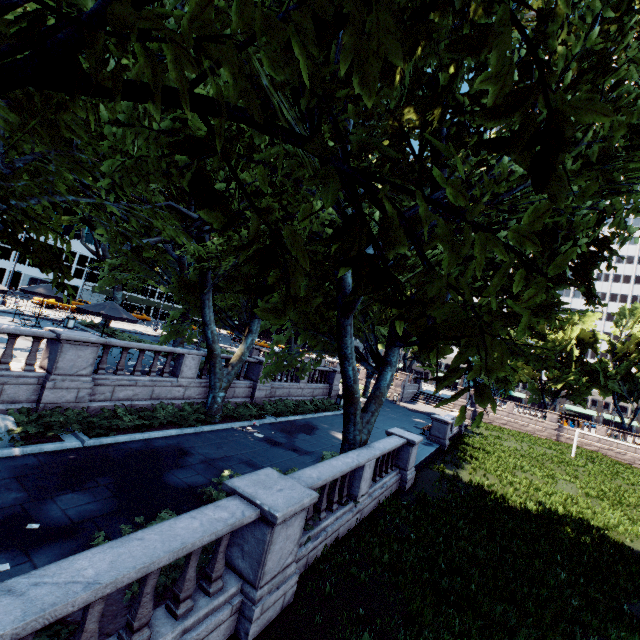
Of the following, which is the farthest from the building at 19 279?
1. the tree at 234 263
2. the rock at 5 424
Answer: the rock at 5 424

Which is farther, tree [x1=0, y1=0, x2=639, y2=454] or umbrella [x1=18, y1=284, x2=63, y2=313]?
umbrella [x1=18, y1=284, x2=63, y2=313]

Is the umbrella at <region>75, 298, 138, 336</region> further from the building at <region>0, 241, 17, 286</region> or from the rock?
the building at <region>0, 241, 17, 286</region>

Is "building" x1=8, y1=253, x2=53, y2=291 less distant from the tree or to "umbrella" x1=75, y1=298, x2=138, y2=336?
the tree

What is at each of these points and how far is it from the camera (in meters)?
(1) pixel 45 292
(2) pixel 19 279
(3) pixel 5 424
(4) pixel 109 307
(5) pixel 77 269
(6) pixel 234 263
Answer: (1) umbrella, 21.11
(2) building, 50.72
(3) rock, 9.11
(4) umbrella, 16.47
(5) building, 57.00
(6) tree, 13.65

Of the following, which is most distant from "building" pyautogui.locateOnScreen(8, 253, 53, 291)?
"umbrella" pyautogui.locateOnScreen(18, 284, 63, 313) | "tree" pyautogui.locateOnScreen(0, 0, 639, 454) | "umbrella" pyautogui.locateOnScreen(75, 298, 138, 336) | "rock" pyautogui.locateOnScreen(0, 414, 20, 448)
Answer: "rock" pyautogui.locateOnScreen(0, 414, 20, 448)

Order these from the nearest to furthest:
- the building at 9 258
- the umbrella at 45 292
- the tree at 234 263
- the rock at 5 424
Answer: the tree at 234 263 < the rock at 5 424 < the umbrella at 45 292 < the building at 9 258
